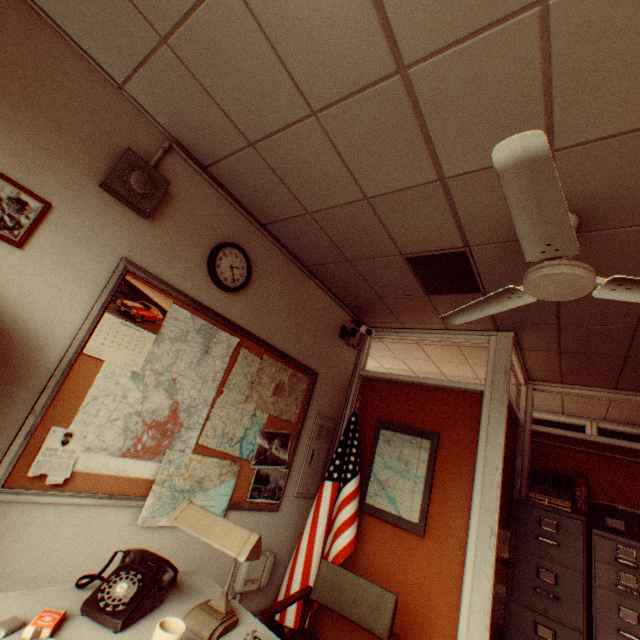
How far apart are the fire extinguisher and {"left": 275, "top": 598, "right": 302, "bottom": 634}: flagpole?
2.49m

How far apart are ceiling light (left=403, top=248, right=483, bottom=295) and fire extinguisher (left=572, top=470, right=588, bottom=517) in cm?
269

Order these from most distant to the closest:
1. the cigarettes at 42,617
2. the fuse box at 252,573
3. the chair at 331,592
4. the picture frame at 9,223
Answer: the fuse box at 252,573 → the chair at 331,592 → the picture frame at 9,223 → the cigarettes at 42,617

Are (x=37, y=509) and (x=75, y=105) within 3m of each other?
yes

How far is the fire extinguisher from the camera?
3.6m

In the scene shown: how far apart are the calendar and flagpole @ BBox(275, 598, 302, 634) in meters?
2.3 m

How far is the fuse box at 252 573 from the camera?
2.8m

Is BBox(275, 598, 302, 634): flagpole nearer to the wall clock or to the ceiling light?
the ceiling light
